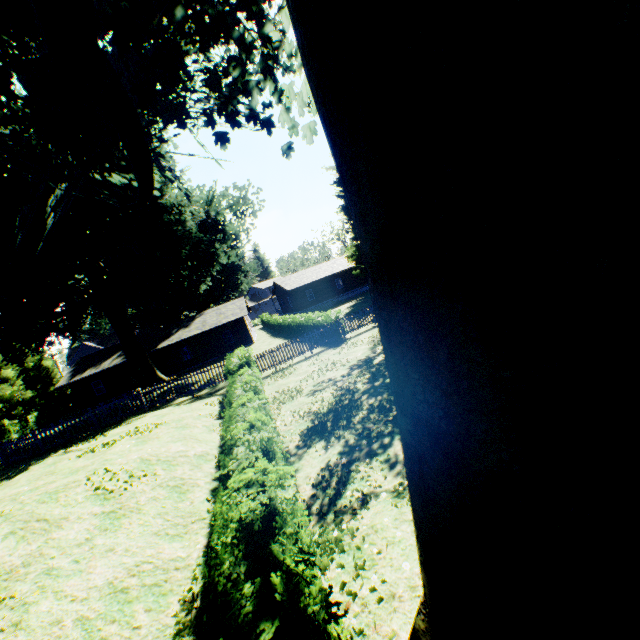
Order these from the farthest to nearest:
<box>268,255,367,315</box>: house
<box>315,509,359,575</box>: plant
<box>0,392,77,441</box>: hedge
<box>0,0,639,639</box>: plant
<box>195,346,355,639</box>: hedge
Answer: <box>268,255,367,315</box>: house, <box>0,392,77,441</box>: hedge, <box>315,509,359,575</box>: plant, <box>195,346,355,639</box>: hedge, <box>0,0,639,639</box>: plant

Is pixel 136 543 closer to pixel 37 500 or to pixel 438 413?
pixel 37 500

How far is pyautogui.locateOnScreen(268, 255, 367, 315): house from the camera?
46.8 meters

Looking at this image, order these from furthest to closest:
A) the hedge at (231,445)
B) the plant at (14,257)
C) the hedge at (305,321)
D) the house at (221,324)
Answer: the house at (221,324) < the hedge at (305,321) < the hedge at (231,445) < the plant at (14,257)

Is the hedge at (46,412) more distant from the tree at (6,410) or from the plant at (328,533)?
the plant at (328,533)

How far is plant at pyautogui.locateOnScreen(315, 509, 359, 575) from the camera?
4.3 meters

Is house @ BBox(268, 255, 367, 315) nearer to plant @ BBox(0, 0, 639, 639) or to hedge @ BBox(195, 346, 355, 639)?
plant @ BBox(0, 0, 639, 639)

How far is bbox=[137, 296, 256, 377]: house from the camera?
36.6m
